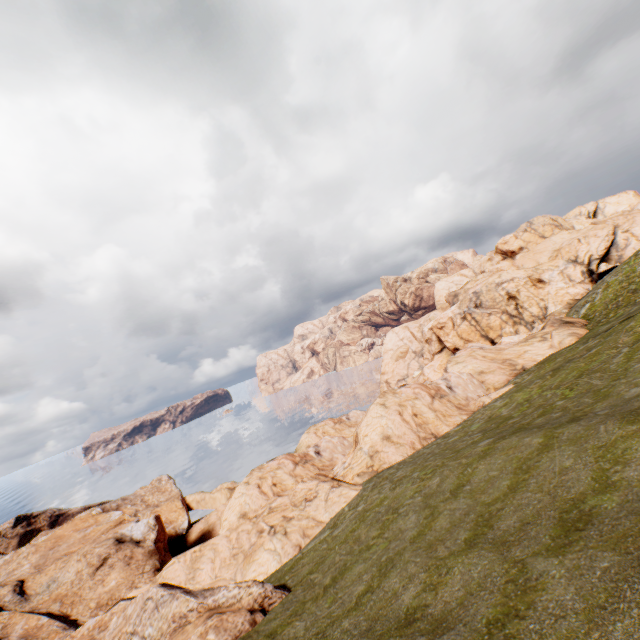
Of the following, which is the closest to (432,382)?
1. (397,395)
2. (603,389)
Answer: (397,395)
